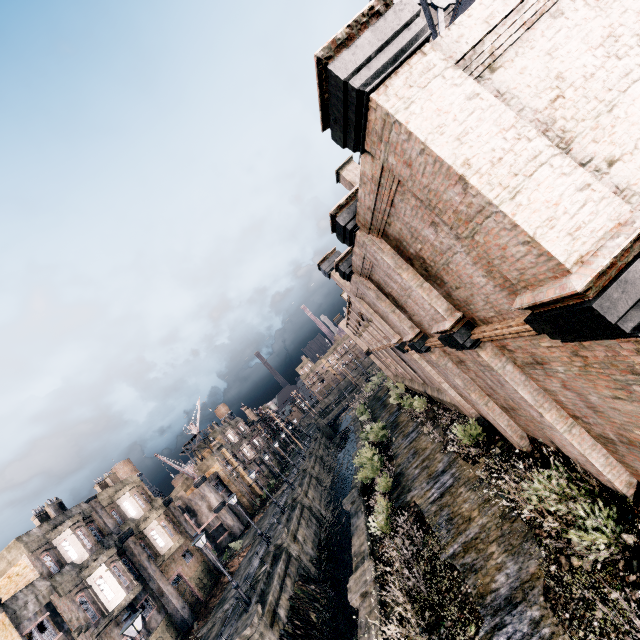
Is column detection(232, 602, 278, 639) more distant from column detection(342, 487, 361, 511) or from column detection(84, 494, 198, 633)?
column detection(84, 494, 198, 633)

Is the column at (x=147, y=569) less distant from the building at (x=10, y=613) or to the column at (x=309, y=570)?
the building at (x=10, y=613)

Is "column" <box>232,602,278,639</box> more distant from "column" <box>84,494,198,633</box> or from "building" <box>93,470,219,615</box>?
"building" <box>93,470,219,615</box>

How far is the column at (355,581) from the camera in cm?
1326

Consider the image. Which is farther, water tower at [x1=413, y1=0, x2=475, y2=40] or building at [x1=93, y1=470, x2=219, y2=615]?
building at [x1=93, y1=470, x2=219, y2=615]

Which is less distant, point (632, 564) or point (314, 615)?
point (632, 564)

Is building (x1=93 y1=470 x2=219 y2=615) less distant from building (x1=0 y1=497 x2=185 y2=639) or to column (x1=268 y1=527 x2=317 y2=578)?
building (x1=0 y1=497 x2=185 y2=639)

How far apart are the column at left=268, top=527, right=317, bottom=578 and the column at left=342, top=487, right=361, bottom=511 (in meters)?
7.21
